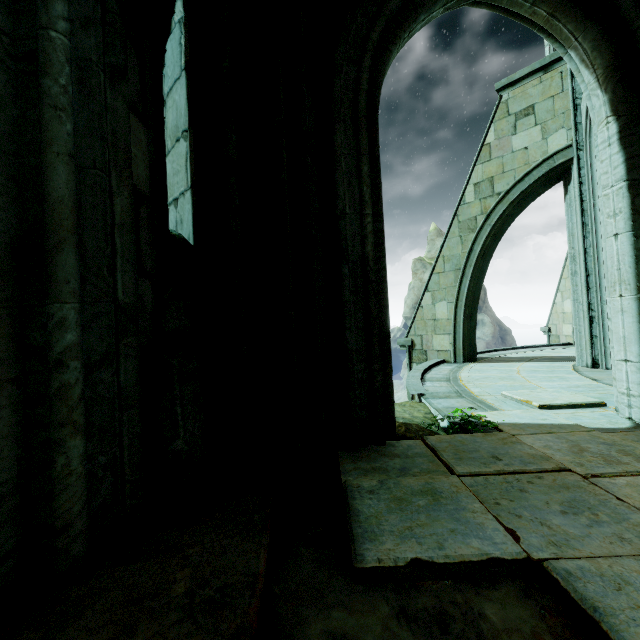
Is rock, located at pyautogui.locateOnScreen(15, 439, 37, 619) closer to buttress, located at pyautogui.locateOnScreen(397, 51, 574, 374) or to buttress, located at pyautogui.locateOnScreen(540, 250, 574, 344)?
buttress, located at pyautogui.locateOnScreen(397, 51, 574, 374)

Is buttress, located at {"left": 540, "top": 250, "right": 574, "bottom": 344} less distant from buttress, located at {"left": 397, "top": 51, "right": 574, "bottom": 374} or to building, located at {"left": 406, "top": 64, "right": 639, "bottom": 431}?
building, located at {"left": 406, "top": 64, "right": 639, "bottom": 431}

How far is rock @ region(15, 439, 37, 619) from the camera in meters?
1.3

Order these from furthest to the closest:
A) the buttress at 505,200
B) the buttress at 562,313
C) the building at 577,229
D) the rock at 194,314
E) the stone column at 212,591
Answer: the buttress at 562,313 < the buttress at 505,200 < the building at 577,229 < the rock at 194,314 < the stone column at 212,591

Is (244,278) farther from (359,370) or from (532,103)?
(532,103)

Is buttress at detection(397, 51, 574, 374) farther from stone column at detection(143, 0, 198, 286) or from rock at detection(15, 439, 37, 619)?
stone column at detection(143, 0, 198, 286)

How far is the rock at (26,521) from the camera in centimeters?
127cm

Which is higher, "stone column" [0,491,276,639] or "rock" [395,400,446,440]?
"stone column" [0,491,276,639]
